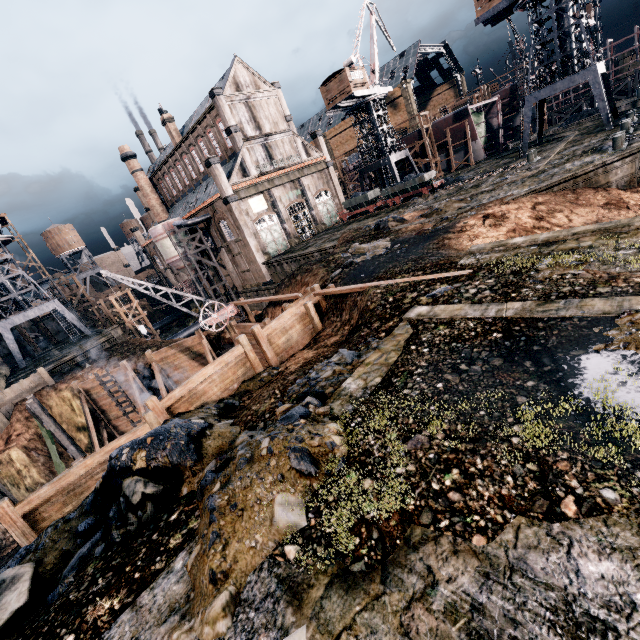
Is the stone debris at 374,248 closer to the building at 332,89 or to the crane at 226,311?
the crane at 226,311

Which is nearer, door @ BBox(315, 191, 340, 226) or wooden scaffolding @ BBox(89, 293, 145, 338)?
wooden scaffolding @ BBox(89, 293, 145, 338)

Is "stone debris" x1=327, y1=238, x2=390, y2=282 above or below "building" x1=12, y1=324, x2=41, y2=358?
below

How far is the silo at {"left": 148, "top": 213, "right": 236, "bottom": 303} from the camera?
42.88m

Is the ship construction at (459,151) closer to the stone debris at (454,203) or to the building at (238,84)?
the building at (238,84)

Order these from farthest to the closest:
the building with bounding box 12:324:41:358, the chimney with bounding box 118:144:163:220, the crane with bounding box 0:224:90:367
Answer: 1. the chimney with bounding box 118:144:163:220
2. the building with bounding box 12:324:41:358
3. the crane with bounding box 0:224:90:367

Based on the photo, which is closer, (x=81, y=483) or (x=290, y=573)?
(x=290, y=573)

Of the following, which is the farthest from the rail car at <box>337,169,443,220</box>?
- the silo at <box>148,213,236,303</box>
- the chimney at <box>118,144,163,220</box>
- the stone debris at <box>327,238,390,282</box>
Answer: the chimney at <box>118,144,163,220</box>
